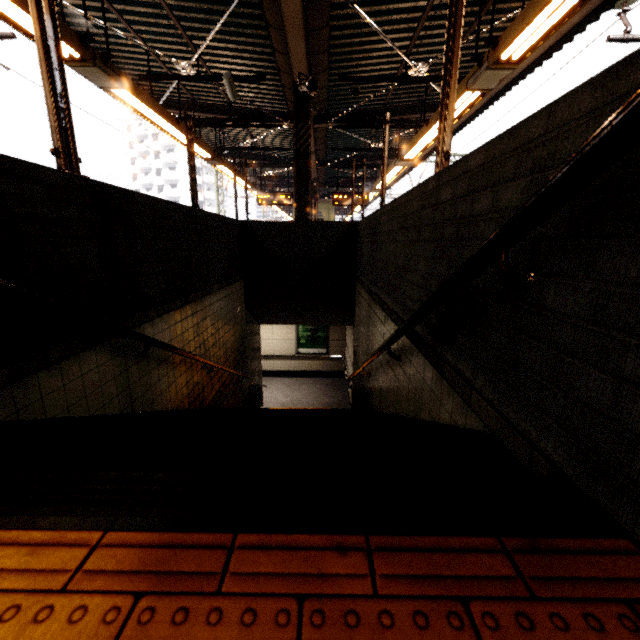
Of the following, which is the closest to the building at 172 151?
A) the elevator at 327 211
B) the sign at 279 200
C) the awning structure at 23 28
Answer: the awning structure at 23 28

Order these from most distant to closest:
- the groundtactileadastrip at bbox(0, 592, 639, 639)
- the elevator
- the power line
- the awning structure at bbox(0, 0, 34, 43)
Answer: the elevator → the power line → the awning structure at bbox(0, 0, 34, 43) → the groundtactileadastrip at bbox(0, 592, 639, 639)

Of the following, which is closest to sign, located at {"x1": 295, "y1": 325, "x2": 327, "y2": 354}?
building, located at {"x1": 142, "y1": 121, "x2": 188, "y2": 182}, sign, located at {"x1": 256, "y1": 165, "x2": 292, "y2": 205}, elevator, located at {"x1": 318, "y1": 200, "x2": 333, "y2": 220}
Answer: sign, located at {"x1": 256, "y1": 165, "x2": 292, "y2": 205}

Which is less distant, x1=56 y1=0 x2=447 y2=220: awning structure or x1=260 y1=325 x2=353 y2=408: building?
x1=56 y1=0 x2=447 y2=220: awning structure

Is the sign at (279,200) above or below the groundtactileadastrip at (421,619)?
above

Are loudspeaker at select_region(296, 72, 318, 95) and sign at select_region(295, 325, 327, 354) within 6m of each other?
no

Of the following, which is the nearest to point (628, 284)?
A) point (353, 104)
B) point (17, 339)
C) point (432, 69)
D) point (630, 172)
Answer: point (630, 172)

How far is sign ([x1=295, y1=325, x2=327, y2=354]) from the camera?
12.6 meters
